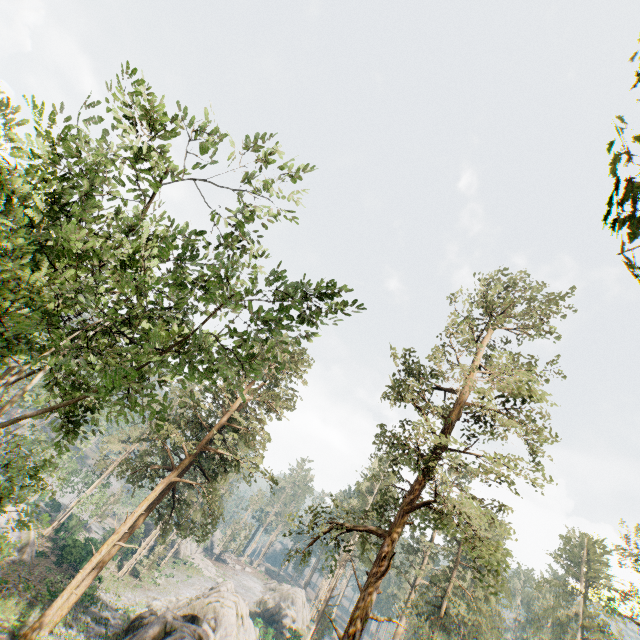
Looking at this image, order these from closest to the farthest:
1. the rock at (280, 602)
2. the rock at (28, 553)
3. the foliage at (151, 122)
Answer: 1. the foliage at (151, 122)
2. the rock at (28, 553)
3. the rock at (280, 602)

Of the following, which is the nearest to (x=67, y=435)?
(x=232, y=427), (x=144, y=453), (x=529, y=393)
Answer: (x=232, y=427)

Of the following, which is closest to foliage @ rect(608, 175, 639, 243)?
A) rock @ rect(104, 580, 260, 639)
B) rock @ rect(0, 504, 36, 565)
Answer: rock @ rect(0, 504, 36, 565)

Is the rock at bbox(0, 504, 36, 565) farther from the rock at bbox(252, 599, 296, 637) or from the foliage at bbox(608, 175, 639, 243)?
the rock at bbox(252, 599, 296, 637)

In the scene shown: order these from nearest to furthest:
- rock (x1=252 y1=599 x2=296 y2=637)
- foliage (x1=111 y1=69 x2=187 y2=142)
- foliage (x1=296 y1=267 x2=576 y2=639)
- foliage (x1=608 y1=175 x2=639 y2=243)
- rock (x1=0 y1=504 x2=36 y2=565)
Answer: foliage (x1=608 y1=175 x2=639 y2=243) < foliage (x1=111 y1=69 x2=187 y2=142) < foliage (x1=296 y1=267 x2=576 y2=639) < rock (x1=0 y1=504 x2=36 y2=565) < rock (x1=252 y1=599 x2=296 y2=637)

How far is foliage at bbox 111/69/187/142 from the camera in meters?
7.8 m

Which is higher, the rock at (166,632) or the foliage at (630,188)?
the foliage at (630,188)
